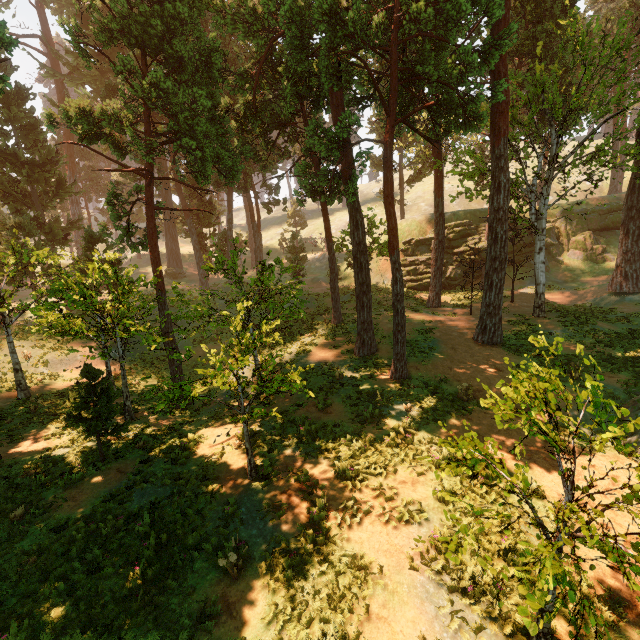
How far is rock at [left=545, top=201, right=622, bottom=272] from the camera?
34.2 meters

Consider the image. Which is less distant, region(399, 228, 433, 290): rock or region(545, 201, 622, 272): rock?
region(545, 201, 622, 272): rock

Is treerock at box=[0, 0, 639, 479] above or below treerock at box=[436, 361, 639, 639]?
above

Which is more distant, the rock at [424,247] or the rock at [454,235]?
the rock at [424,247]

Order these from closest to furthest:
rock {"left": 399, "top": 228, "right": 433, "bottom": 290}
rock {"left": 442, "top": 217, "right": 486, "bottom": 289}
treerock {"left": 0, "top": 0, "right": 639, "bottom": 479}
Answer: treerock {"left": 0, "top": 0, "right": 639, "bottom": 479}, rock {"left": 442, "top": 217, "right": 486, "bottom": 289}, rock {"left": 399, "top": 228, "right": 433, "bottom": 290}

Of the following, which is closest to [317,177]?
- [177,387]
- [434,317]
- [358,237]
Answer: [358,237]

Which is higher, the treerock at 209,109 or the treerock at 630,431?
the treerock at 209,109
